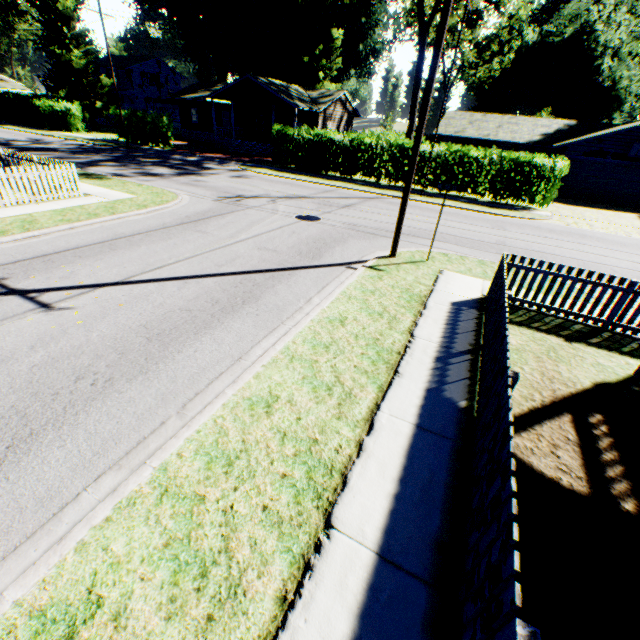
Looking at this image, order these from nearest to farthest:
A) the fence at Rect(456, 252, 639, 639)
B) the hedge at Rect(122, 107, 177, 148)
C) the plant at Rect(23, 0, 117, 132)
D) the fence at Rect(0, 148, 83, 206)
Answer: the fence at Rect(456, 252, 639, 639) < the fence at Rect(0, 148, 83, 206) < the hedge at Rect(122, 107, 177, 148) < the plant at Rect(23, 0, 117, 132)

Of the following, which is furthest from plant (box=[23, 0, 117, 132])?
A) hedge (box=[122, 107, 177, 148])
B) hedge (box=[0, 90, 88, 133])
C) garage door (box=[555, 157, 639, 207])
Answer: garage door (box=[555, 157, 639, 207])

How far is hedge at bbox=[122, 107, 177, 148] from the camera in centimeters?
2952cm

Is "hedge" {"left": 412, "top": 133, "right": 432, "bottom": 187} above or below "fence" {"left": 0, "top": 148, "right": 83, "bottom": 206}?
above

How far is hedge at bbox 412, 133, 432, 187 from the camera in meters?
20.9 m

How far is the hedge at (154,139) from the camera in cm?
2952

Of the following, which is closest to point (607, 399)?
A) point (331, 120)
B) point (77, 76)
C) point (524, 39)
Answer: point (331, 120)

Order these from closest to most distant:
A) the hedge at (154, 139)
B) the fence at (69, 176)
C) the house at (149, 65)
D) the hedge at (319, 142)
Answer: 1. the fence at (69, 176)
2. the hedge at (319, 142)
3. the hedge at (154, 139)
4. the house at (149, 65)
